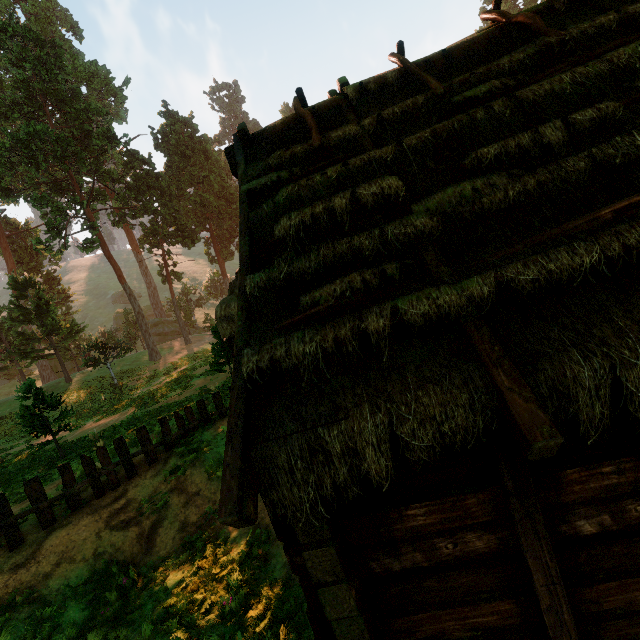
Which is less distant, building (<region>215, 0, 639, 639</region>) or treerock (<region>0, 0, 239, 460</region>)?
building (<region>215, 0, 639, 639</region>)

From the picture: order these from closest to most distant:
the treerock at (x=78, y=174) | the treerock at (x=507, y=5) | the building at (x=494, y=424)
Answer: the building at (x=494, y=424), the treerock at (x=78, y=174), the treerock at (x=507, y=5)

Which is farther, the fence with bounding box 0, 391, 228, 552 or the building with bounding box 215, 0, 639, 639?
the fence with bounding box 0, 391, 228, 552

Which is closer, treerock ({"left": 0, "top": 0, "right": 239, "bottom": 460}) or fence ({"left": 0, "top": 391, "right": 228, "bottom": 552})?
fence ({"left": 0, "top": 391, "right": 228, "bottom": 552})

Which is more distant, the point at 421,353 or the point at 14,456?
the point at 14,456

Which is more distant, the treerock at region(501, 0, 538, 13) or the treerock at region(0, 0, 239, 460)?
the treerock at region(501, 0, 538, 13)

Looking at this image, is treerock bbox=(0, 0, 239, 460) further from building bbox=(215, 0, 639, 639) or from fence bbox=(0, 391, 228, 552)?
fence bbox=(0, 391, 228, 552)

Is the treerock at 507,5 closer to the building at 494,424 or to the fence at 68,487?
the building at 494,424
